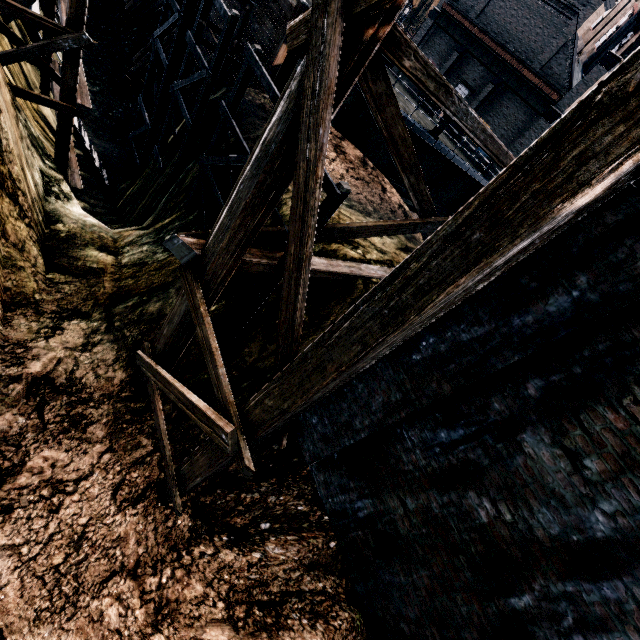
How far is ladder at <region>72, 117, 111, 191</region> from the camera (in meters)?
14.06

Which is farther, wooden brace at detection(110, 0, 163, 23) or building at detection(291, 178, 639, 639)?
wooden brace at detection(110, 0, 163, 23)

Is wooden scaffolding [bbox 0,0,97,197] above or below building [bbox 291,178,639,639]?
below

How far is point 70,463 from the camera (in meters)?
8.16

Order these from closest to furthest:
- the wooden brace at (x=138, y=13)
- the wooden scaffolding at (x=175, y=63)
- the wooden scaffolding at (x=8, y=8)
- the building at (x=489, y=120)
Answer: the wooden scaffolding at (x=175, y=63), the wooden scaffolding at (x=8, y=8), the wooden brace at (x=138, y=13), the building at (x=489, y=120)

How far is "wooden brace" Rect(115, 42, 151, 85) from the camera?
20.8m

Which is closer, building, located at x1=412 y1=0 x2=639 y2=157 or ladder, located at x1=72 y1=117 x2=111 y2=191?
ladder, located at x1=72 y1=117 x2=111 y2=191

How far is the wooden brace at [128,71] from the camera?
20.8 meters
